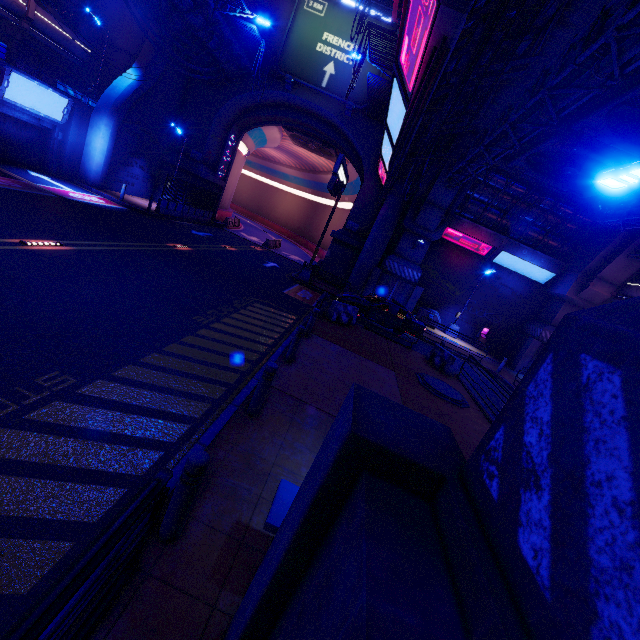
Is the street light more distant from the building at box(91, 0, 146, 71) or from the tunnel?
the building at box(91, 0, 146, 71)

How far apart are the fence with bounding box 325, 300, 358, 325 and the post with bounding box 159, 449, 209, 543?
11.8m

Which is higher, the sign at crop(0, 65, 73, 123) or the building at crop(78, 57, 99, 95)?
the building at crop(78, 57, 99, 95)

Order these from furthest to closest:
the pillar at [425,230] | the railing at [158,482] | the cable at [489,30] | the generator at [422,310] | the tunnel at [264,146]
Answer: the tunnel at [264,146] → the generator at [422,310] → the pillar at [425,230] → the cable at [489,30] → the railing at [158,482]

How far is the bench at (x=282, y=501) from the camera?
3.23m

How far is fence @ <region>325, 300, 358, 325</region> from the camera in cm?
1502

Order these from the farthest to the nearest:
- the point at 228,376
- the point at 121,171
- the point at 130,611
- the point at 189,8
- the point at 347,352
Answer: the point at 121,171 → the point at 189,8 → the point at 347,352 → the point at 228,376 → the point at 130,611

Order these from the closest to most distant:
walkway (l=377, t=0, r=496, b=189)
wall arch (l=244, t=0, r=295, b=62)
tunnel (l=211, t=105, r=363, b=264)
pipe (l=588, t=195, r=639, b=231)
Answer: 1. walkway (l=377, t=0, r=496, b=189)
2. pipe (l=588, t=195, r=639, b=231)
3. wall arch (l=244, t=0, r=295, b=62)
4. tunnel (l=211, t=105, r=363, b=264)
